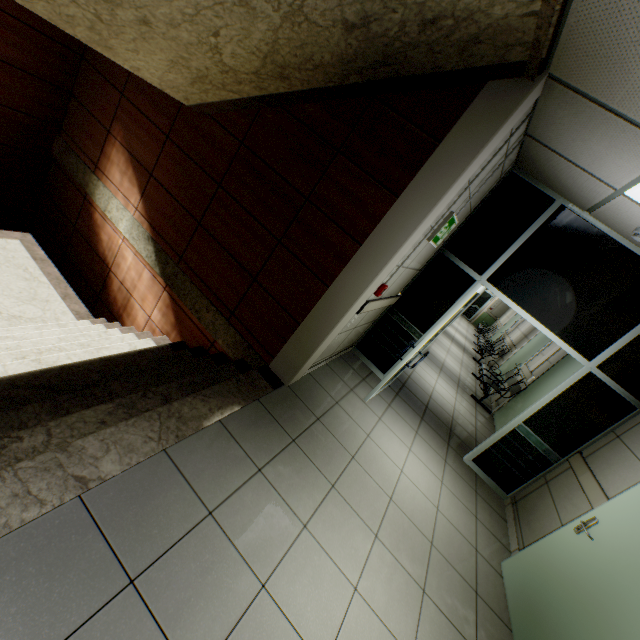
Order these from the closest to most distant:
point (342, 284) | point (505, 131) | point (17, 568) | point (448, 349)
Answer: point (17, 568) → point (505, 131) → point (342, 284) → point (448, 349)

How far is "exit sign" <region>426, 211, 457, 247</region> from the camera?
3.28m

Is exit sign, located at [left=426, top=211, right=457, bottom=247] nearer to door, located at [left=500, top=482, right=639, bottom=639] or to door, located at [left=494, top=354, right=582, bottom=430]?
door, located at [left=500, top=482, right=639, bottom=639]

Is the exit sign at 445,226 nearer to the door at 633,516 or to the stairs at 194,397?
the stairs at 194,397

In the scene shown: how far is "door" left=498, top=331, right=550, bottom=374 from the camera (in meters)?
8.39

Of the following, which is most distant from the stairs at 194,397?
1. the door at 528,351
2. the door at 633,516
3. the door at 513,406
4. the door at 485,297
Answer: the door at 485,297

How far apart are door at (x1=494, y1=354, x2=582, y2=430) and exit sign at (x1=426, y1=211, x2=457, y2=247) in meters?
3.7 m

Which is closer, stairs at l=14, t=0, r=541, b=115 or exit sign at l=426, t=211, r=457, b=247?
stairs at l=14, t=0, r=541, b=115
